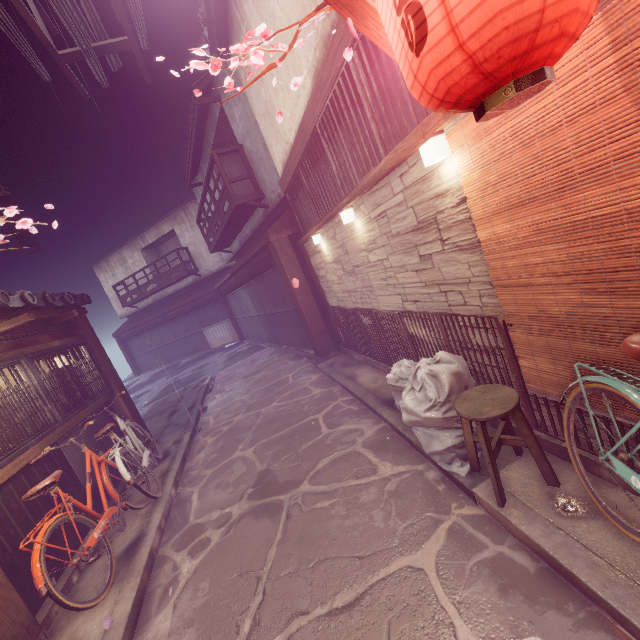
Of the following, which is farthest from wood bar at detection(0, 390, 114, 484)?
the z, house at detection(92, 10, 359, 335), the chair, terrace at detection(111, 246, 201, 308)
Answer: terrace at detection(111, 246, 201, 308)

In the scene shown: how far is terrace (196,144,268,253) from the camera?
17.02m

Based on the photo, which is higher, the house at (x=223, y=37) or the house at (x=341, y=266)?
the house at (x=223, y=37)

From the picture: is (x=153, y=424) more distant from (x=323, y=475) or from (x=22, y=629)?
(x=323, y=475)

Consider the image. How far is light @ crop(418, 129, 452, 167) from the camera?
4.44m

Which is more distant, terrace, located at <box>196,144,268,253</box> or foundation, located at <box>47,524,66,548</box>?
terrace, located at <box>196,144,268,253</box>

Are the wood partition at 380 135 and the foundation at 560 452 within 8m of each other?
yes

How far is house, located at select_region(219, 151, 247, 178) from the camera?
23.5 meters
